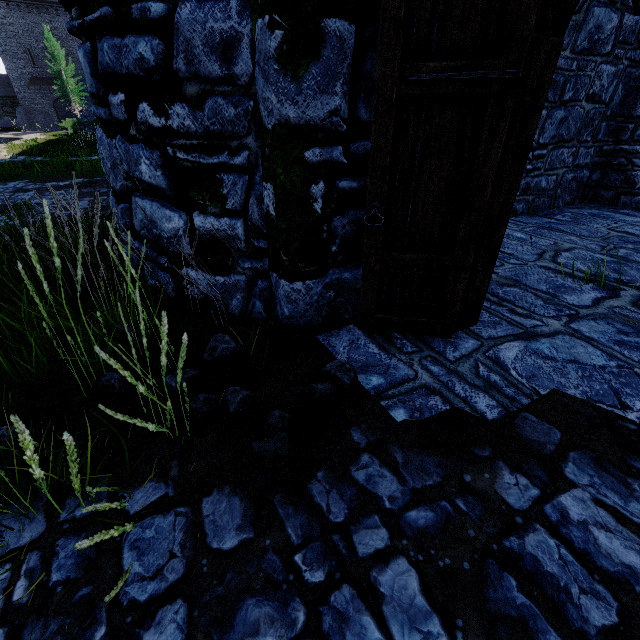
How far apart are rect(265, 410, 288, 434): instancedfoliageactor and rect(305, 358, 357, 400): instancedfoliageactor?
0.2m

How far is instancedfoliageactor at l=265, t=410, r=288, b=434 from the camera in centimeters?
196cm

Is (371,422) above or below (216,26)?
below

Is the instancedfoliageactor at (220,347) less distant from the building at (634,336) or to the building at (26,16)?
the building at (634,336)

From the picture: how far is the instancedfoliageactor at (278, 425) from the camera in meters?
2.0

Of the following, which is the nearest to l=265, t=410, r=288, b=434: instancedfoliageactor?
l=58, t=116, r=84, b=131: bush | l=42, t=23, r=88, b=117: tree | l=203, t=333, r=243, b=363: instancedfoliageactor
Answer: l=203, t=333, r=243, b=363: instancedfoliageactor

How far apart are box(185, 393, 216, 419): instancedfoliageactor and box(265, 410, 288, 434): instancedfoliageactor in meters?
0.7 m

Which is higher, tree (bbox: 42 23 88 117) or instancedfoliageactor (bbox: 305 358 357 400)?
tree (bbox: 42 23 88 117)
